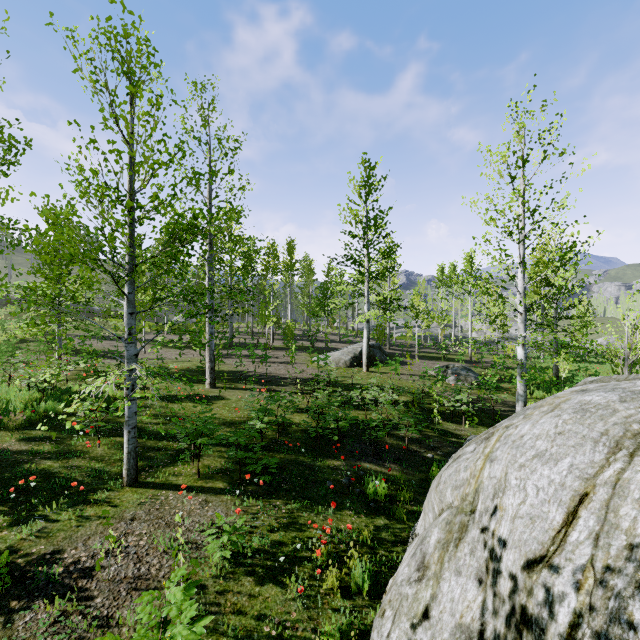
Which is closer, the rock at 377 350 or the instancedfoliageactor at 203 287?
the instancedfoliageactor at 203 287

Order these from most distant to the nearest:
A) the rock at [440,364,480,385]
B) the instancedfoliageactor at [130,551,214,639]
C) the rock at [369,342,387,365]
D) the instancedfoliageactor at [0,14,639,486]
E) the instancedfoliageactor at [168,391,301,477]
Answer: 1. the rock at [369,342,387,365]
2. the rock at [440,364,480,385]
3. the instancedfoliageactor at [168,391,301,477]
4. the instancedfoliageactor at [0,14,639,486]
5. the instancedfoliageactor at [130,551,214,639]

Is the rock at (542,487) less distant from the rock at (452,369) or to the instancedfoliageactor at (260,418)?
the rock at (452,369)

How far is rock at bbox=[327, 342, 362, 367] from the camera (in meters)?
18.86

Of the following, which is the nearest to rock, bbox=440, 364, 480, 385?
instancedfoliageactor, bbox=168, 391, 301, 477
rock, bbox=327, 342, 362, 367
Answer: rock, bbox=327, 342, 362, 367

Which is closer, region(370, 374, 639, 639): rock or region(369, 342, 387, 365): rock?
region(370, 374, 639, 639): rock

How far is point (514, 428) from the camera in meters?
2.8

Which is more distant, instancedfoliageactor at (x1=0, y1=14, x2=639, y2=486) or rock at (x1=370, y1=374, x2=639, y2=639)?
instancedfoliageactor at (x1=0, y1=14, x2=639, y2=486)
